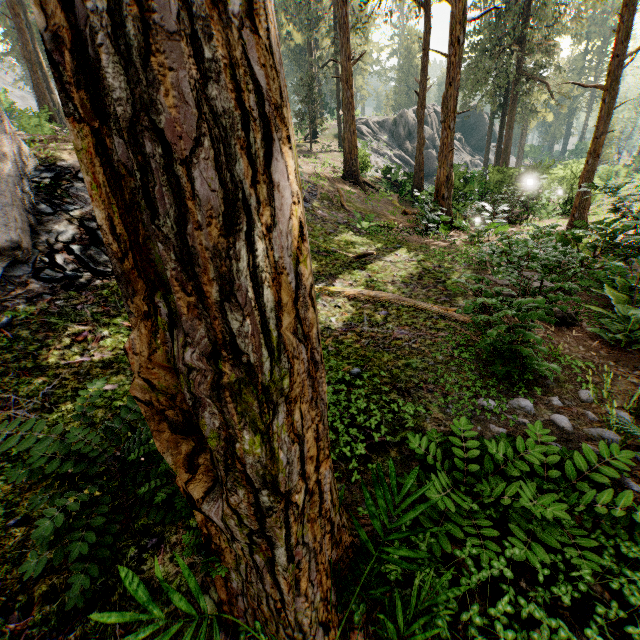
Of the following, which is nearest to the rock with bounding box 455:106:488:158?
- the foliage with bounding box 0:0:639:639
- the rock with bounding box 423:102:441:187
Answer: the foliage with bounding box 0:0:639:639

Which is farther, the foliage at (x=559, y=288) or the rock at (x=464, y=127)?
the rock at (x=464, y=127)

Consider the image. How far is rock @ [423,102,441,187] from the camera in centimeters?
4022cm

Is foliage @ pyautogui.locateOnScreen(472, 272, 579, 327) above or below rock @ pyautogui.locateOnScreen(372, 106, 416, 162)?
below

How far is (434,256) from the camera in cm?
1118

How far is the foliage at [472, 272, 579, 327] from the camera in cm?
402

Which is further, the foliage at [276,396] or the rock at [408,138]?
the rock at [408,138]
